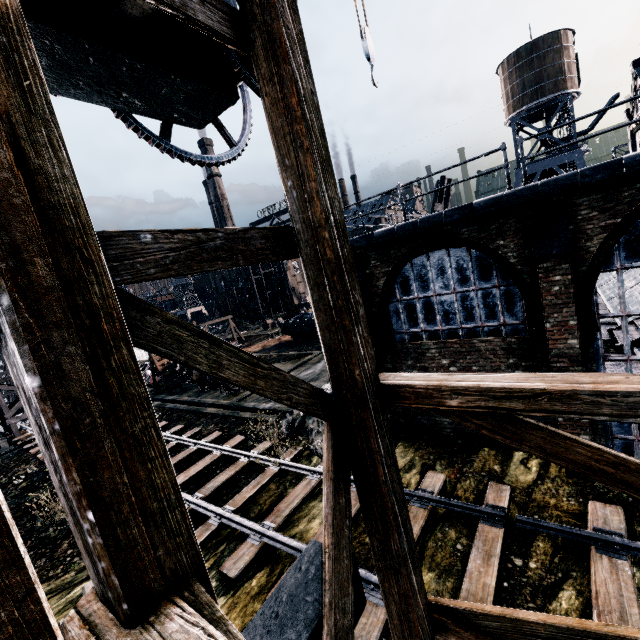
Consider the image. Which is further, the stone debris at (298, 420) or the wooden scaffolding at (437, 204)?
the wooden scaffolding at (437, 204)

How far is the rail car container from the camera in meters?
35.5

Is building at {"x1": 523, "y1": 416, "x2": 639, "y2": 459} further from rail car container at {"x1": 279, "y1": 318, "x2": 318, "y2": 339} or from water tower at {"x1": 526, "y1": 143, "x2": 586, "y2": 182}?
rail car container at {"x1": 279, "y1": 318, "x2": 318, "y2": 339}

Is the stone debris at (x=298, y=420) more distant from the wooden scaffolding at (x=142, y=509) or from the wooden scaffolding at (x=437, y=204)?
the wooden scaffolding at (x=142, y=509)

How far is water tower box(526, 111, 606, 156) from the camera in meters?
33.2

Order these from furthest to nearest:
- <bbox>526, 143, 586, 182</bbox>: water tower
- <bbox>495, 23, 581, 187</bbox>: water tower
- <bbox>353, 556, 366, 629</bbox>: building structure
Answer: <bbox>526, 143, 586, 182</bbox>: water tower, <bbox>495, 23, 581, 187</bbox>: water tower, <bbox>353, 556, 366, 629</bbox>: building structure

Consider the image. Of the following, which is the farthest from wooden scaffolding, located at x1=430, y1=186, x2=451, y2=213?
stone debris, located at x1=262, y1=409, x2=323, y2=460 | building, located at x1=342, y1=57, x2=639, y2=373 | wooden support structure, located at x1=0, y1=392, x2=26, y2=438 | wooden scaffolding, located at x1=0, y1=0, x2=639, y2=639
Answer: wooden support structure, located at x1=0, y1=392, x2=26, y2=438

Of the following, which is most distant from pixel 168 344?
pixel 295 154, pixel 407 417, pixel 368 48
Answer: pixel 407 417
